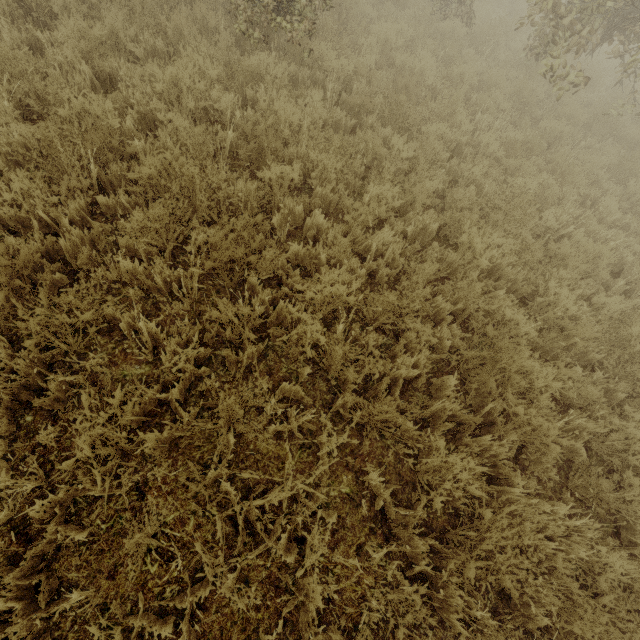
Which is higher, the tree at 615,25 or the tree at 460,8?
the tree at 615,25

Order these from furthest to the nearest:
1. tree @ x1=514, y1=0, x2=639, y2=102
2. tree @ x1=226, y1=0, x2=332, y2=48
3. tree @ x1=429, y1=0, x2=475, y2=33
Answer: tree @ x1=429, y1=0, x2=475, y2=33 < tree @ x1=514, y1=0, x2=639, y2=102 < tree @ x1=226, y1=0, x2=332, y2=48

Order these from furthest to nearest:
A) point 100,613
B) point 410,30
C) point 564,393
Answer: point 410,30, point 564,393, point 100,613

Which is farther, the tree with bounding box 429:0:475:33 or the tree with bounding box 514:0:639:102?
the tree with bounding box 429:0:475:33

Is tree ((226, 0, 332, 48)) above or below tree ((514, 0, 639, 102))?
below

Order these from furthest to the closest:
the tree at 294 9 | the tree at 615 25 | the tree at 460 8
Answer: the tree at 460 8
the tree at 615 25
the tree at 294 9
